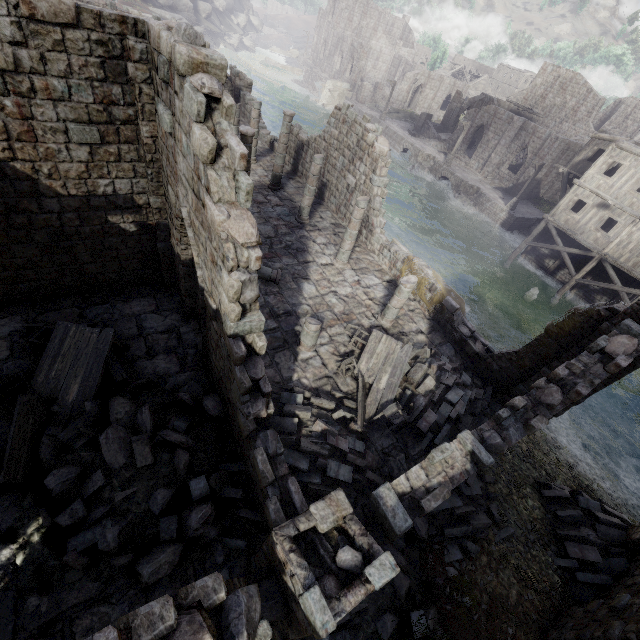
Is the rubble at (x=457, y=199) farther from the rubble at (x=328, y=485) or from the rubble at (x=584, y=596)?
the rubble at (x=328, y=485)

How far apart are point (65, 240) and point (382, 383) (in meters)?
9.90

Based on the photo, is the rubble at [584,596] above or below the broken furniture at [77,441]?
below

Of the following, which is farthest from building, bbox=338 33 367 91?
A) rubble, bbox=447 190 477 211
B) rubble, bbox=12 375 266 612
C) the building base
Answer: rubble, bbox=447 190 477 211

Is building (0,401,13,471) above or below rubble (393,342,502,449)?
below

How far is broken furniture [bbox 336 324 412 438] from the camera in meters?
9.3

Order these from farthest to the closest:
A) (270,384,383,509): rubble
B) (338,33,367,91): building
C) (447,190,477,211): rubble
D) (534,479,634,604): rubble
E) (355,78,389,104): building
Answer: (338,33,367,91): building, (355,78,389,104): building, (447,190,477,211): rubble, (534,479,634,604): rubble, (270,384,383,509): rubble
